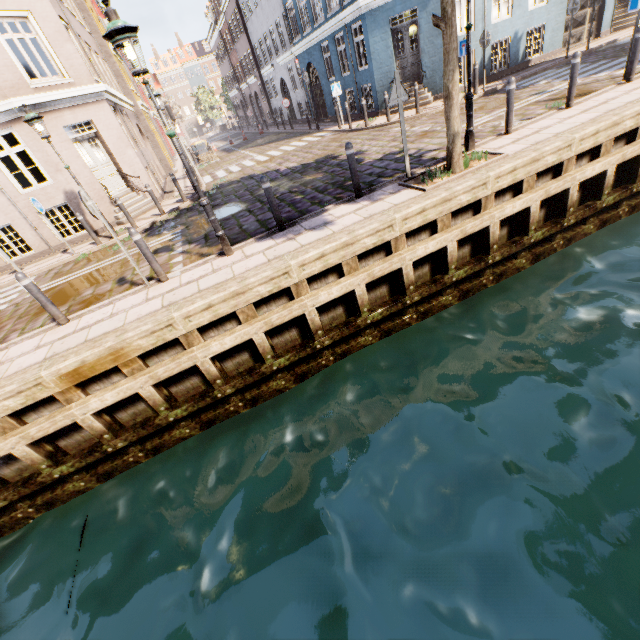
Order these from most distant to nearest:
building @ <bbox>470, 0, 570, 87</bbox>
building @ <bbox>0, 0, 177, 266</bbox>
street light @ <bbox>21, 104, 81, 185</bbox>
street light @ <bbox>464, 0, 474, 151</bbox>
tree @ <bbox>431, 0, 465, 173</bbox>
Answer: building @ <bbox>470, 0, 570, 87</bbox>
building @ <bbox>0, 0, 177, 266</bbox>
street light @ <bbox>21, 104, 81, 185</bbox>
street light @ <bbox>464, 0, 474, 151</bbox>
tree @ <bbox>431, 0, 465, 173</bbox>

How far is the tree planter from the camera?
6.3 meters

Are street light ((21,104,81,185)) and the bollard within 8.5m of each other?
yes

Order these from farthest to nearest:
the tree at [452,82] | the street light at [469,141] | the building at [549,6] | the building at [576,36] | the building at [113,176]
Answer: the building at [576,36] → the building at [549,6] → the building at [113,176] → the street light at [469,141] → the tree at [452,82]

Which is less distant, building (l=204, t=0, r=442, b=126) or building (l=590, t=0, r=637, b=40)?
building (l=204, t=0, r=442, b=126)

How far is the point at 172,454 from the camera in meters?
6.0 m

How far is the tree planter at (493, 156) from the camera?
6.3m

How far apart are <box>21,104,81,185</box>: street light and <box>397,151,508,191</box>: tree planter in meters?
9.6
